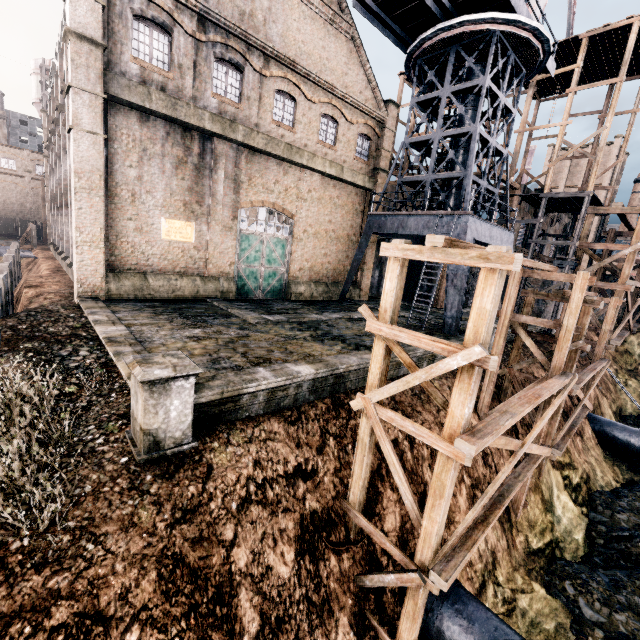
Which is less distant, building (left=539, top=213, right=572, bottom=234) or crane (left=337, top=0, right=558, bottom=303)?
crane (left=337, top=0, right=558, bottom=303)

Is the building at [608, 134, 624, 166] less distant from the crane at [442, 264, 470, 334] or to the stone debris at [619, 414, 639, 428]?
the stone debris at [619, 414, 639, 428]

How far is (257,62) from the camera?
18.1 meters

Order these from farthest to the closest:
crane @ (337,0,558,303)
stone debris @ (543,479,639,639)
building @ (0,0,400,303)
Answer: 1. crane @ (337,0,558,303)
2. building @ (0,0,400,303)
3. stone debris @ (543,479,639,639)

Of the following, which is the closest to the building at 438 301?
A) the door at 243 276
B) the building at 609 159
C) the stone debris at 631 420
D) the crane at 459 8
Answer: the door at 243 276

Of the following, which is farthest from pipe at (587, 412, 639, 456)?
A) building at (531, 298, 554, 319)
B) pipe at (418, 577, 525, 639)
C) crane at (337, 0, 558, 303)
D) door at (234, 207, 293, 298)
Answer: door at (234, 207, 293, 298)

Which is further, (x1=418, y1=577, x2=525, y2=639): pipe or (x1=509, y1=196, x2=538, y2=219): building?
(x1=509, y1=196, x2=538, y2=219): building

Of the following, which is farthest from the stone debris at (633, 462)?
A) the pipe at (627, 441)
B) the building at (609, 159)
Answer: the building at (609, 159)
